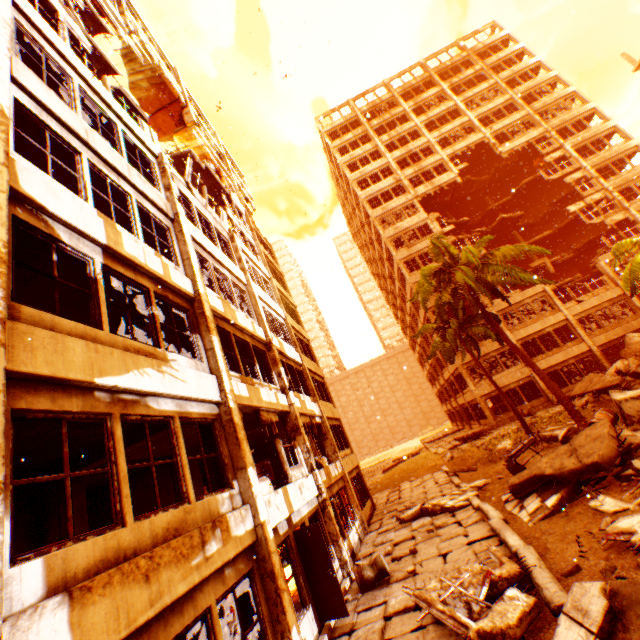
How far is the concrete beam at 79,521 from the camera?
7.8 meters

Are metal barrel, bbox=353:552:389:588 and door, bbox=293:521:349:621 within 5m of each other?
yes

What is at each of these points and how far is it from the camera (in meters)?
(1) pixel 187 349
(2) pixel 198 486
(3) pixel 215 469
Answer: (1) concrete beam, 8.48
(2) concrete beam, 12.38
(3) concrete beam, 7.29

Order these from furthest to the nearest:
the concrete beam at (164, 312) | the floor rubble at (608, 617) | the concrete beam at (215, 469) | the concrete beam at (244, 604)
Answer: the concrete beam at (164, 312)
the concrete beam at (215, 469)
the concrete beam at (244, 604)
the floor rubble at (608, 617)

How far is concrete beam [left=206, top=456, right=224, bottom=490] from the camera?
7.2m

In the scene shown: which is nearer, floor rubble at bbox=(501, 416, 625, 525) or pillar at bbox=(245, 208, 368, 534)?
floor rubble at bbox=(501, 416, 625, 525)

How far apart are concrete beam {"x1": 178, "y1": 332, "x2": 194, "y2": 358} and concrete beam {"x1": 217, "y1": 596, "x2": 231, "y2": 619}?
6.3 meters
